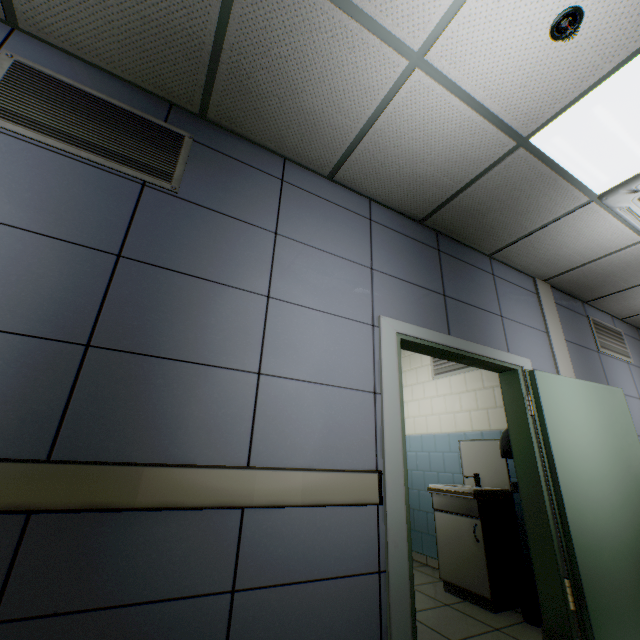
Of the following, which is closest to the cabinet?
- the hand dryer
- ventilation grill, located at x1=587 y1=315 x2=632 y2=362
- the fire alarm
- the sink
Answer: the sink

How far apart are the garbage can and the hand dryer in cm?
94

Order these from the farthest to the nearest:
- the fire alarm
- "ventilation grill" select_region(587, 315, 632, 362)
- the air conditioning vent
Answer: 1. "ventilation grill" select_region(587, 315, 632, 362)
2. the air conditioning vent
3. the fire alarm

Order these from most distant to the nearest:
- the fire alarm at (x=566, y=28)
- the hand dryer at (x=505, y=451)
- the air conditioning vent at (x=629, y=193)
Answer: the hand dryer at (x=505, y=451) → the air conditioning vent at (x=629, y=193) → the fire alarm at (x=566, y=28)

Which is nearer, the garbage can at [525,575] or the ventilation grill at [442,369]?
the garbage can at [525,575]

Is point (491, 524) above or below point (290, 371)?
below

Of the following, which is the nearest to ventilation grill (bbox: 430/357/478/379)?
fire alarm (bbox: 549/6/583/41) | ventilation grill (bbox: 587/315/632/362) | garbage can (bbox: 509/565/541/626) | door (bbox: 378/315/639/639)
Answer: door (bbox: 378/315/639/639)

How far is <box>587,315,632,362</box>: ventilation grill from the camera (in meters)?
4.18
